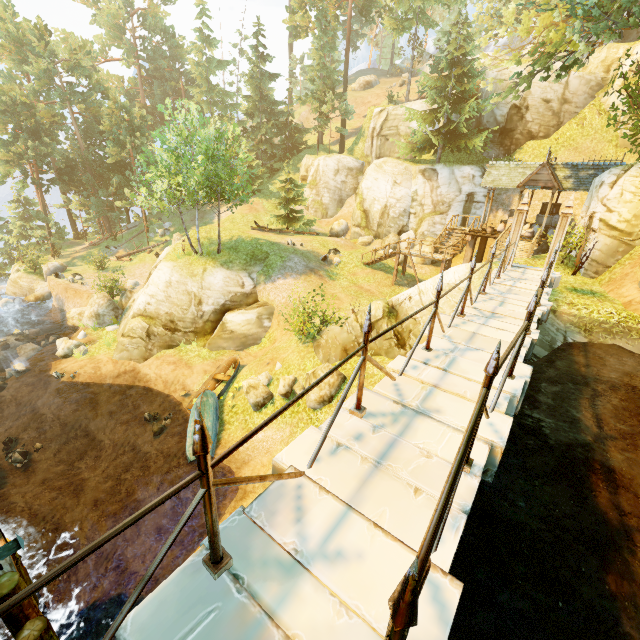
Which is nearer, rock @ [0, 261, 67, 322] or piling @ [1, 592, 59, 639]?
piling @ [1, 592, 59, 639]

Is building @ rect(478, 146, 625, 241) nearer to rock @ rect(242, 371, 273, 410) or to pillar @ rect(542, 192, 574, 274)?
pillar @ rect(542, 192, 574, 274)

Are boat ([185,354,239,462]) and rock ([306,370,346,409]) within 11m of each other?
yes

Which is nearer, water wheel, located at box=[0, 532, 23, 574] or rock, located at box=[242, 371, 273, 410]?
water wheel, located at box=[0, 532, 23, 574]

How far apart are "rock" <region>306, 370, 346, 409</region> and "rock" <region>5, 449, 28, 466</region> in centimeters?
1439cm

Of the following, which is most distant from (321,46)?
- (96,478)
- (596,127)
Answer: (96,478)

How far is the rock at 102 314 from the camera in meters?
23.2

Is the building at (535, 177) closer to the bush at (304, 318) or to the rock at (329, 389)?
the bush at (304, 318)
